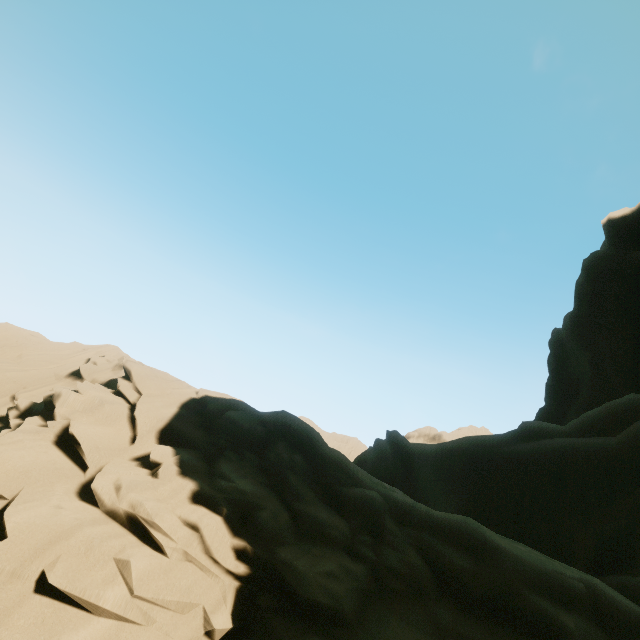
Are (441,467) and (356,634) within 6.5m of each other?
no
